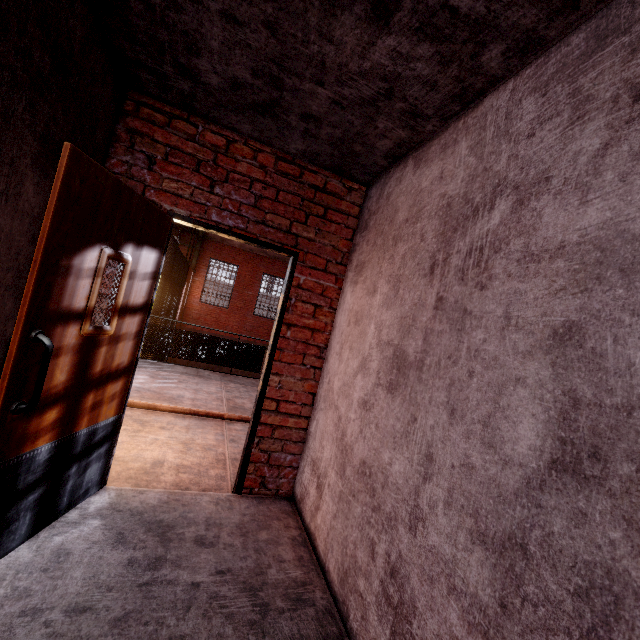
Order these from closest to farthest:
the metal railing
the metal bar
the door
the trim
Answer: the door, the metal railing, the metal bar, the trim

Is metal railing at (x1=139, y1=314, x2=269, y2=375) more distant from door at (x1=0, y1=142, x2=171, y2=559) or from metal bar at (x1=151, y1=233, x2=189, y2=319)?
door at (x1=0, y1=142, x2=171, y2=559)

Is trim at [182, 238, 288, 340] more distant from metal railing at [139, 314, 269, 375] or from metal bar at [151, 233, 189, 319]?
metal railing at [139, 314, 269, 375]

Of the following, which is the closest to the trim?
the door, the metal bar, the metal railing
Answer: the metal bar

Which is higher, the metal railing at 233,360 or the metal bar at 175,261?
the metal bar at 175,261

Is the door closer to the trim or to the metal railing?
the metal railing

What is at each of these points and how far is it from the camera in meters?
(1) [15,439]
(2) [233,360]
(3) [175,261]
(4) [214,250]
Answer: (1) door, 1.6 m
(2) metal railing, 8.0 m
(3) metal bar, 9.7 m
(4) trim, 17.7 m

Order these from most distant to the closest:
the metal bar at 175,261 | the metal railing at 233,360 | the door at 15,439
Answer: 1. the metal bar at 175,261
2. the metal railing at 233,360
3. the door at 15,439
